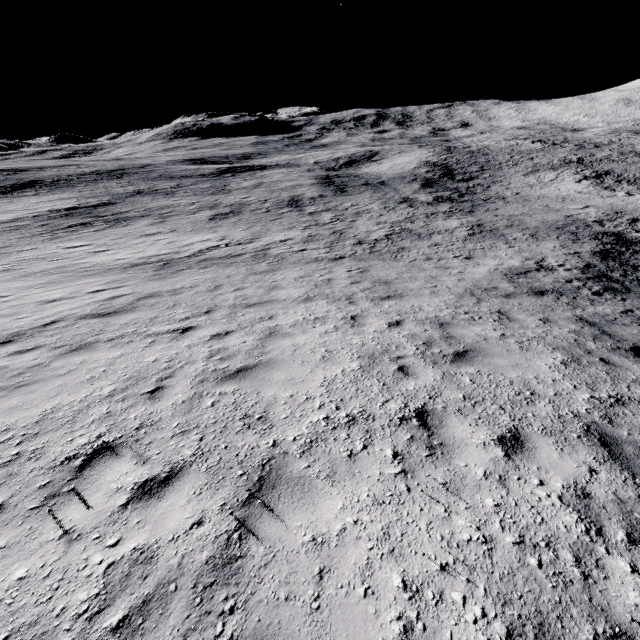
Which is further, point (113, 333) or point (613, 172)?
point (613, 172)
